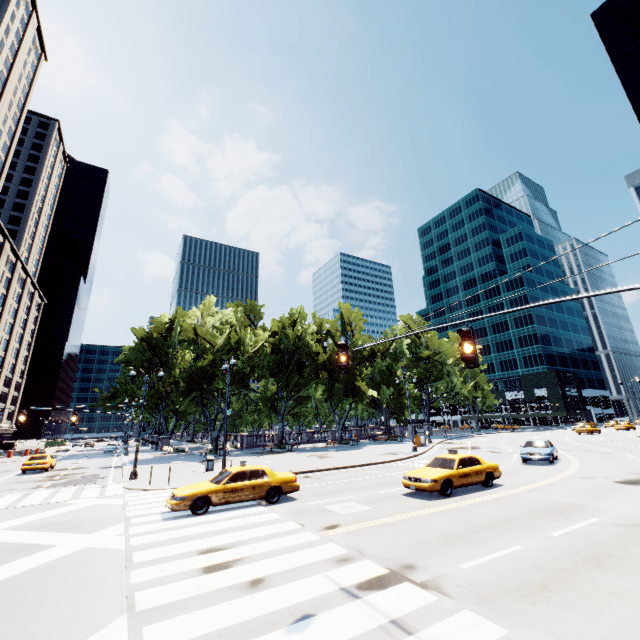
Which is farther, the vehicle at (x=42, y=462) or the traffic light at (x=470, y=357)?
the vehicle at (x=42, y=462)

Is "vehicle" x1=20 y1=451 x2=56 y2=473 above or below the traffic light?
below

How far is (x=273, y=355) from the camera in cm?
4512

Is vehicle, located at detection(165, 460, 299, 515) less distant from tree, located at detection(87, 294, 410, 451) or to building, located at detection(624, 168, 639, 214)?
building, located at detection(624, 168, 639, 214)

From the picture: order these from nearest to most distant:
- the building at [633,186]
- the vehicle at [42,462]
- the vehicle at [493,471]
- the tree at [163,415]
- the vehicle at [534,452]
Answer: the vehicle at [493,471]
the vehicle at [534,452]
the vehicle at [42,462]
the tree at [163,415]
the building at [633,186]

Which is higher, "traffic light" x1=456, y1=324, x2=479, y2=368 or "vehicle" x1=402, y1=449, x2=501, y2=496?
"traffic light" x1=456, y1=324, x2=479, y2=368

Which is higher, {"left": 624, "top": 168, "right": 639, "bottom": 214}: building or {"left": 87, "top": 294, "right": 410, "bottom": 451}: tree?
→ {"left": 624, "top": 168, "right": 639, "bottom": 214}: building

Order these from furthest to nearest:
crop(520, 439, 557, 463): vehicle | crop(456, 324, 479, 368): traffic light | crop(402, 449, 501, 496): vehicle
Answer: crop(520, 439, 557, 463): vehicle → crop(402, 449, 501, 496): vehicle → crop(456, 324, 479, 368): traffic light
